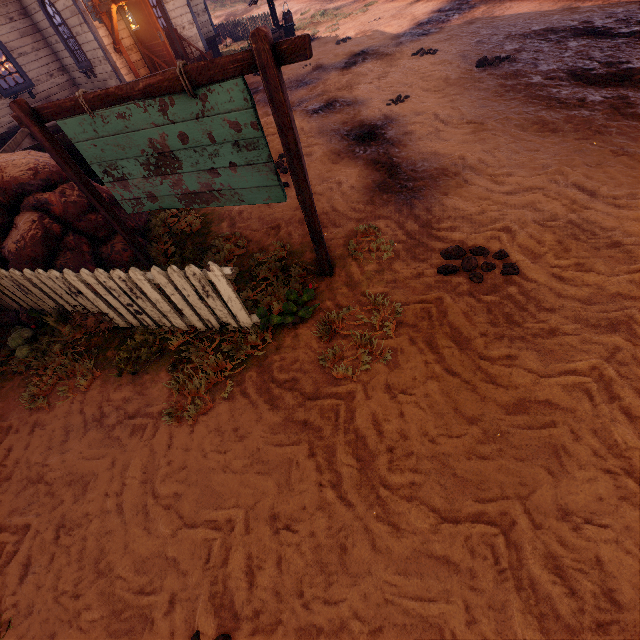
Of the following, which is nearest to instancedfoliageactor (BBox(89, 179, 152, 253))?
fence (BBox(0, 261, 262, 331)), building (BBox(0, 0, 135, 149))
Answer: fence (BBox(0, 261, 262, 331))

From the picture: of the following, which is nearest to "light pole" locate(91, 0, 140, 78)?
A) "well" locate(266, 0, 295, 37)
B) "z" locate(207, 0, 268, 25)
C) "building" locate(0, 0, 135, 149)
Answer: "z" locate(207, 0, 268, 25)

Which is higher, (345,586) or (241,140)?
(241,140)

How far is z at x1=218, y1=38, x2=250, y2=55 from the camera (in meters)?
16.90

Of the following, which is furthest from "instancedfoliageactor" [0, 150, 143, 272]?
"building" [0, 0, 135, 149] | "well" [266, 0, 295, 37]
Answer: "well" [266, 0, 295, 37]

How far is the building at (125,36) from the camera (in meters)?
10.75

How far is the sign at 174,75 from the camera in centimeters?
260cm

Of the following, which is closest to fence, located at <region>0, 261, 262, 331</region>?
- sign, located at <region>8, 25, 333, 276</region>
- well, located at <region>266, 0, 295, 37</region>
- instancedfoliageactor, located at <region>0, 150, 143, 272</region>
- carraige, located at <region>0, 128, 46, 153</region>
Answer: instancedfoliageactor, located at <region>0, 150, 143, 272</region>
